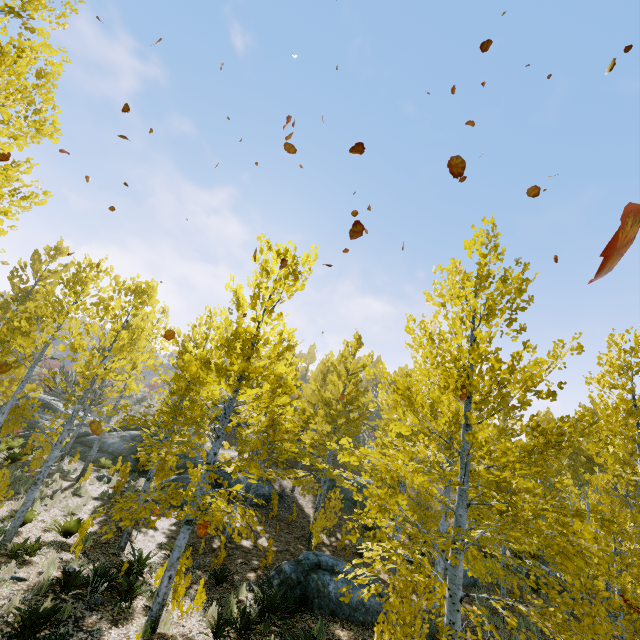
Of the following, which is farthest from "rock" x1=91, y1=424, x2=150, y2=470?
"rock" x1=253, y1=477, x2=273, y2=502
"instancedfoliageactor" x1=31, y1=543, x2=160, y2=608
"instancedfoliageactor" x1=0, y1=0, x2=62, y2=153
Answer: "instancedfoliageactor" x1=31, y1=543, x2=160, y2=608

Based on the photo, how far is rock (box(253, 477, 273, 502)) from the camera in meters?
20.6 m

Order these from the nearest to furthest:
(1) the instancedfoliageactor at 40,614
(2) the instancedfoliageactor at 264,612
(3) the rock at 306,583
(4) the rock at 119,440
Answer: (1) the instancedfoliageactor at 40,614
(2) the instancedfoliageactor at 264,612
(3) the rock at 306,583
(4) the rock at 119,440

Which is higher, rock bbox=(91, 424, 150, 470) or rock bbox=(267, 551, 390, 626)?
rock bbox=(91, 424, 150, 470)

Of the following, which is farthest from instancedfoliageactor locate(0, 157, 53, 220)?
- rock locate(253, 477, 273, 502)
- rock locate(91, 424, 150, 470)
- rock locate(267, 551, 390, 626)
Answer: rock locate(91, 424, 150, 470)

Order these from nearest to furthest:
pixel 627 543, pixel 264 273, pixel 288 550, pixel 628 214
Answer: pixel 628 214, pixel 264 273, pixel 627 543, pixel 288 550

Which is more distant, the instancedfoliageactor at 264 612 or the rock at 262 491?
the rock at 262 491
